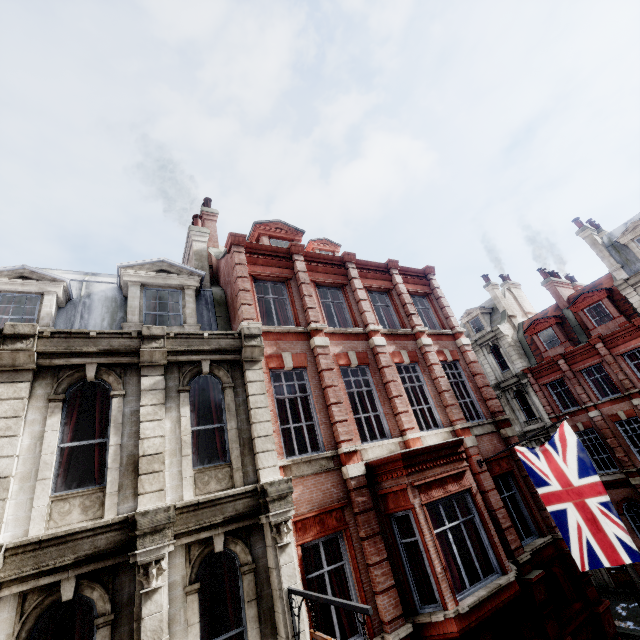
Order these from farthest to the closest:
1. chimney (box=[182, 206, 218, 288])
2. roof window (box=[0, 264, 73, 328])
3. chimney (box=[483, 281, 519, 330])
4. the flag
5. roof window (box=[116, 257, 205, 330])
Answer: chimney (box=[483, 281, 519, 330]), chimney (box=[182, 206, 218, 288]), roof window (box=[116, 257, 205, 330]), roof window (box=[0, 264, 73, 328]), the flag

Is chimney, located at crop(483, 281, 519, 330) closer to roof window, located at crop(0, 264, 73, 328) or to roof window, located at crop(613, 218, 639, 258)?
roof window, located at crop(613, 218, 639, 258)

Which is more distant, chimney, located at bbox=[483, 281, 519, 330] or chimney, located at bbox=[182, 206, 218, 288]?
chimney, located at bbox=[483, 281, 519, 330]

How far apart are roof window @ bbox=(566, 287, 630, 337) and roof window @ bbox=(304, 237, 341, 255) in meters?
18.1 m

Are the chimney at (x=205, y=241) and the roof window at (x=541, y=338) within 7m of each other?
no

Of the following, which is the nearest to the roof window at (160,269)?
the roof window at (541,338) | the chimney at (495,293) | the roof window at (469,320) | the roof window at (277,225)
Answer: the roof window at (277,225)

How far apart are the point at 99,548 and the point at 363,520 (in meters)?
5.74

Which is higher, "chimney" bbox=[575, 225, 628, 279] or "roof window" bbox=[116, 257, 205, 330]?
"chimney" bbox=[575, 225, 628, 279]
